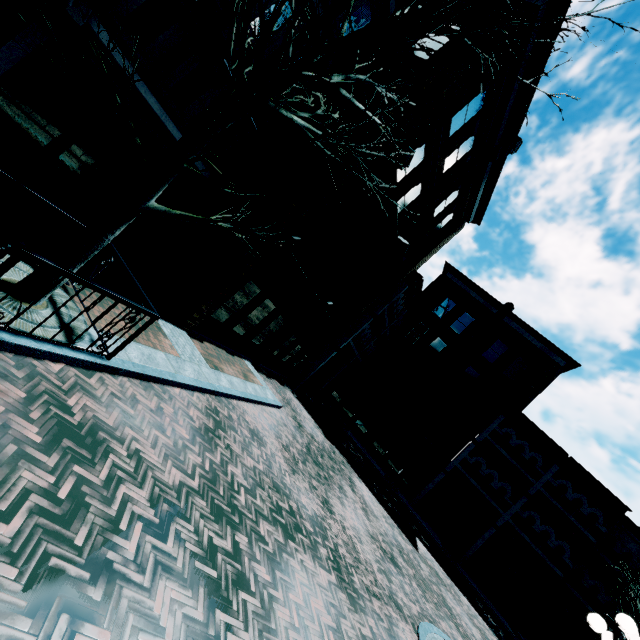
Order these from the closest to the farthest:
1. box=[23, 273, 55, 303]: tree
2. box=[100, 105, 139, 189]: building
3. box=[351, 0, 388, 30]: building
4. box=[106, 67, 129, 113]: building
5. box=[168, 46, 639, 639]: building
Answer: box=[23, 273, 55, 303]: tree, box=[106, 67, 129, 113]: building, box=[100, 105, 139, 189]: building, box=[168, 46, 639, 639]: building, box=[351, 0, 388, 30]: building

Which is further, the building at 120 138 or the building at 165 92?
the building at 120 138

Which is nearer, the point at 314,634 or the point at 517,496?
the point at 314,634

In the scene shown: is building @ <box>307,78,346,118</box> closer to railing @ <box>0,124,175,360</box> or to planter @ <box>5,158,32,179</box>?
planter @ <box>5,158,32,179</box>

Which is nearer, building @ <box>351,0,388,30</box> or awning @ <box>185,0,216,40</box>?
awning @ <box>185,0,216,40</box>

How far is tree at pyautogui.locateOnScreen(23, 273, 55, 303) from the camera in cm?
436

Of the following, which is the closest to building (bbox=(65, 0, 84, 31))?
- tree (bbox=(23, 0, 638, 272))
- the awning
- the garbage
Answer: the awning

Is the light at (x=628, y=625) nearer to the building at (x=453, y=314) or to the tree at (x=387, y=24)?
the tree at (x=387, y=24)
